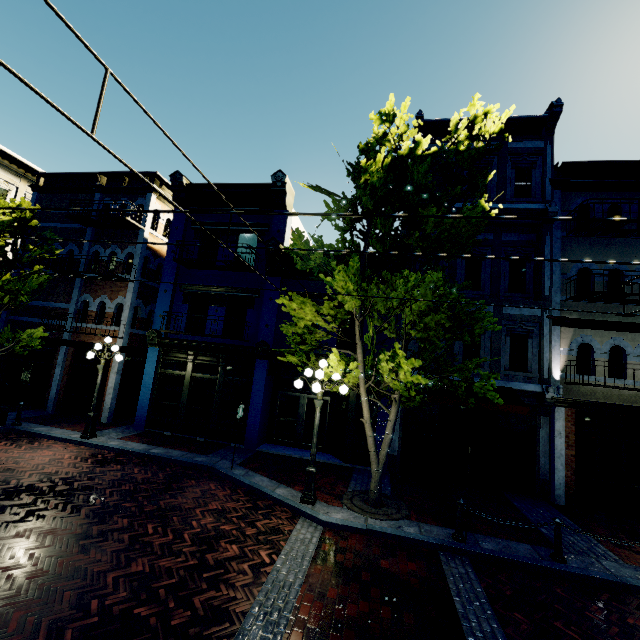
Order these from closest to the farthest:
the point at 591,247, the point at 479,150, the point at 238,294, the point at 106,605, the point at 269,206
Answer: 1. the point at 106,605
2. the point at 479,150
3. the point at 591,247
4. the point at 238,294
5. the point at 269,206

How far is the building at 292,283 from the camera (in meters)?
13.47

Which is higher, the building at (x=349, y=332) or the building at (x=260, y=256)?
the building at (x=260, y=256)

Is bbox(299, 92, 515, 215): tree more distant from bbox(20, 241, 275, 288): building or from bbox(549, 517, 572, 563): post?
bbox(549, 517, 572, 563): post

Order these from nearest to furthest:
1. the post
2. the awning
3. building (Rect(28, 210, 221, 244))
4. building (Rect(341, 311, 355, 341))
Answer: the post → the awning → building (Rect(341, 311, 355, 341)) → building (Rect(28, 210, 221, 244))

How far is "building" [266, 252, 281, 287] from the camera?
13.23m

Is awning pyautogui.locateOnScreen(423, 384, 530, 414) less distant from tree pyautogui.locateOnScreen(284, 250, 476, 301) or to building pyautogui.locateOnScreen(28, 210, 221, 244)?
building pyautogui.locateOnScreen(28, 210, 221, 244)

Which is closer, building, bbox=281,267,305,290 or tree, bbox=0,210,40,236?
tree, bbox=0,210,40,236
